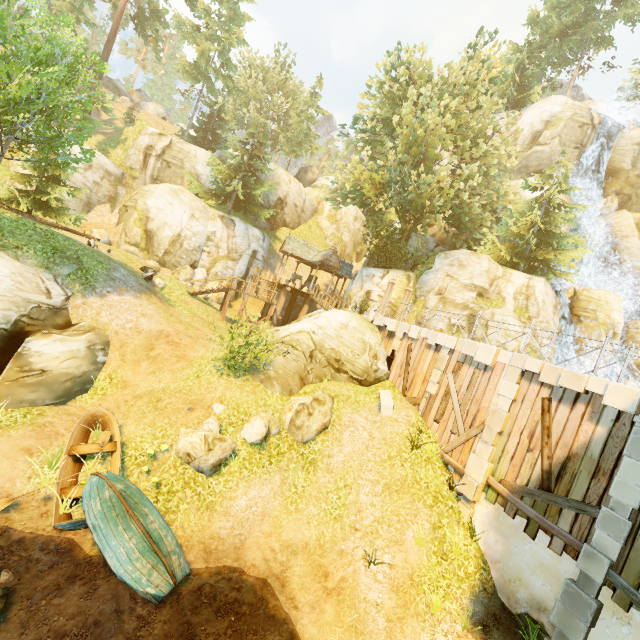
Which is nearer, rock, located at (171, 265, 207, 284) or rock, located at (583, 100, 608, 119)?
rock, located at (171, 265, 207, 284)

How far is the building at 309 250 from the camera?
27.5 meters

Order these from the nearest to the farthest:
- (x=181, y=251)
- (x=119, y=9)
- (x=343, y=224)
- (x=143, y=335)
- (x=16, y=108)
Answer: (x=16, y=108)
(x=143, y=335)
(x=181, y=251)
(x=119, y=9)
(x=343, y=224)

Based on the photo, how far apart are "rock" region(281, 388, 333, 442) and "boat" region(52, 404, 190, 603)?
4.66m

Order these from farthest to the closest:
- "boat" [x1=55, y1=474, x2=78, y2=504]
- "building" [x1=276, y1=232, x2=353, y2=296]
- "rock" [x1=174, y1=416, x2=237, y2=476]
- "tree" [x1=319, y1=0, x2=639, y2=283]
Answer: "building" [x1=276, y1=232, x2=353, y2=296] < "tree" [x1=319, y1=0, x2=639, y2=283] < "rock" [x1=174, y1=416, x2=237, y2=476] < "boat" [x1=55, y1=474, x2=78, y2=504]

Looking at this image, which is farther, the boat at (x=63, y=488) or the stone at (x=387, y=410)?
the stone at (x=387, y=410)

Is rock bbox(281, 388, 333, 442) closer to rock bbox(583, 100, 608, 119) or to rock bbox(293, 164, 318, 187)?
rock bbox(583, 100, 608, 119)

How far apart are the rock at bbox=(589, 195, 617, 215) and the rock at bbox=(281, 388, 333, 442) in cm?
3281
